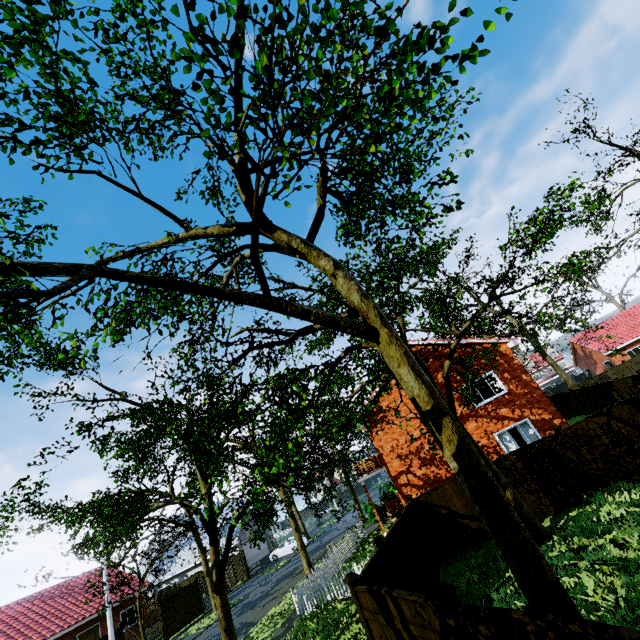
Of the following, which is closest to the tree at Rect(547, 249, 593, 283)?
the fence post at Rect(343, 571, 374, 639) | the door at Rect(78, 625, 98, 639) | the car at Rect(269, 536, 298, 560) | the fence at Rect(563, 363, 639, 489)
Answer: the fence at Rect(563, 363, 639, 489)

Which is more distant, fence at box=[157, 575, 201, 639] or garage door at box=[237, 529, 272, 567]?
garage door at box=[237, 529, 272, 567]

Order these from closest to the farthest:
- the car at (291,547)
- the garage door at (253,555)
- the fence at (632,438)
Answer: the fence at (632,438)
the car at (291,547)
the garage door at (253,555)

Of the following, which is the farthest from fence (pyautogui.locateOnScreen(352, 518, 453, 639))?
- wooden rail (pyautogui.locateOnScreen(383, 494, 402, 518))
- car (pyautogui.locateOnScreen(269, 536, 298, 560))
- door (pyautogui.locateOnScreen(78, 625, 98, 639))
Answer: door (pyautogui.locateOnScreen(78, 625, 98, 639))

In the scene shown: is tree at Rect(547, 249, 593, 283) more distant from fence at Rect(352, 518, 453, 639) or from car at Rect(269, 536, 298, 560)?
car at Rect(269, 536, 298, 560)

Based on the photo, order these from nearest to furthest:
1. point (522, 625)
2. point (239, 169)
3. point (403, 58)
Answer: point (522, 625) < point (403, 58) < point (239, 169)

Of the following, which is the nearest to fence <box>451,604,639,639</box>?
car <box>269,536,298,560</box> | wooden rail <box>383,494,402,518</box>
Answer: car <box>269,536,298,560</box>

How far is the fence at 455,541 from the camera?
12.14m
